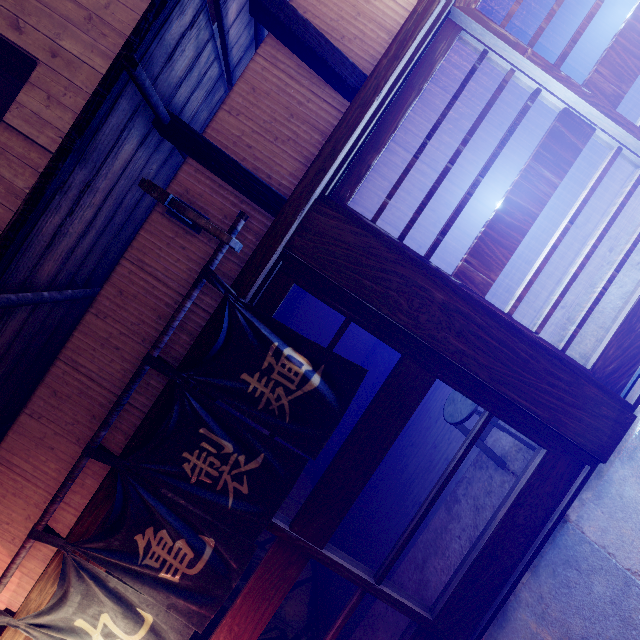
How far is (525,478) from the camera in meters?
4.5

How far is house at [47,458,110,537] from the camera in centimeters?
457cm

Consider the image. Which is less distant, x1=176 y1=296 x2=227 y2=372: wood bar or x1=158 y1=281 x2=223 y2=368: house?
x1=176 y1=296 x2=227 y2=372: wood bar

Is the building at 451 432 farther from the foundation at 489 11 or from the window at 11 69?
the foundation at 489 11

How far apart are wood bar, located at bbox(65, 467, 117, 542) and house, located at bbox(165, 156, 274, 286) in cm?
3

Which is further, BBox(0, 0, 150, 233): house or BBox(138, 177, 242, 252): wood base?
BBox(0, 0, 150, 233): house

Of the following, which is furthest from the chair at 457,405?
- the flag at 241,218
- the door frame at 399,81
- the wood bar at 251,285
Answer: the flag at 241,218

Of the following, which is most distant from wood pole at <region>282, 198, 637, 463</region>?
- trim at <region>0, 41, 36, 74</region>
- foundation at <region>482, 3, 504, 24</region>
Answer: foundation at <region>482, 3, 504, 24</region>
